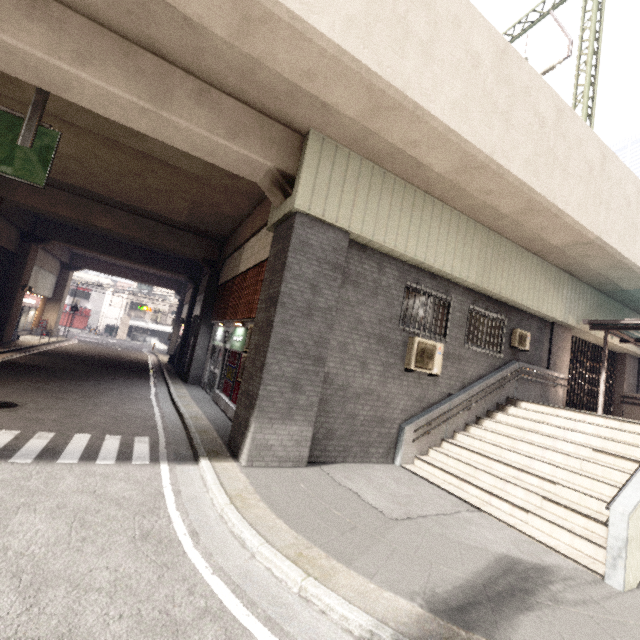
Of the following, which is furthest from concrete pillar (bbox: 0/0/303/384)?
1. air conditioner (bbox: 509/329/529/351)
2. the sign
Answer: air conditioner (bbox: 509/329/529/351)

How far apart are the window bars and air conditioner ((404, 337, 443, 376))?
8.7m

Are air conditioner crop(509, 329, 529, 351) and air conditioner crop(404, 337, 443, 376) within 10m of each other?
yes

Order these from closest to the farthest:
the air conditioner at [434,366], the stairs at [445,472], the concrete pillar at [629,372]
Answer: the stairs at [445,472], the air conditioner at [434,366], the concrete pillar at [629,372]

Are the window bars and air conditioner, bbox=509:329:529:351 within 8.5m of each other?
no

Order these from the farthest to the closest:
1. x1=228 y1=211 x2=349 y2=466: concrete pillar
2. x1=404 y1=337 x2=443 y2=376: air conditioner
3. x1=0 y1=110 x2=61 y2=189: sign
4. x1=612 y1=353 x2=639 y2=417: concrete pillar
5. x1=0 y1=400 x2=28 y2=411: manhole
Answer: x1=612 y1=353 x2=639 y2=417: concrete pillar, x1=404 y1=337 x2=443 y2=376: air conditioner, x1=0 y1=400 x2=28 y2=411: manhole, x1=228 y1=211 x2=349 y2=466: concrete pillar, x1=0 y1=110 x2=61 y2=189: sign

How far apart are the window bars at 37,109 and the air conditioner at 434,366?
8.73m

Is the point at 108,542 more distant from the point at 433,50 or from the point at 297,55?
the point at 433,50
